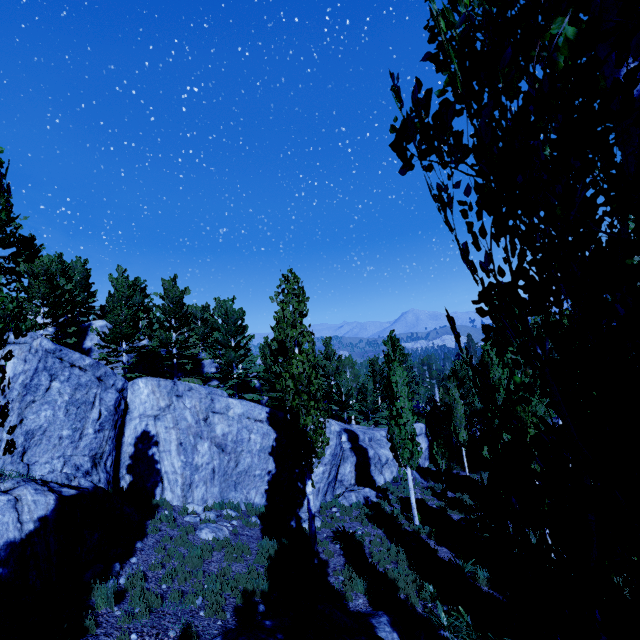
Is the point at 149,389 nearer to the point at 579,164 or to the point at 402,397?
the point at 402,397

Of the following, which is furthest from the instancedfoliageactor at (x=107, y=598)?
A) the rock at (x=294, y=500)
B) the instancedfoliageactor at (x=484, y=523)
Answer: the instancedfoliageactor at (x=484, y=523)

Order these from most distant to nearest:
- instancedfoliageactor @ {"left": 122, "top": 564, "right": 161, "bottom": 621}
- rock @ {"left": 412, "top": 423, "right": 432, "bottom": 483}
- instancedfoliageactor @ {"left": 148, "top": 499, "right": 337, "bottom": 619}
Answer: rock @ {"left": 412, "top": 423, "right": 432, "bottom": 483} → instancedfoliageactor @ {"left": 148, "top": 499, "right": 337, "bottom": 619} → instancedfoliageactor @ {"left": 122, "top": 564, "right": 161, "bottom": 621}

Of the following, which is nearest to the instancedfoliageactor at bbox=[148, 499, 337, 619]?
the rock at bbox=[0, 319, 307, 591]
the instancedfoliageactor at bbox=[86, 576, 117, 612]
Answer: the rock at bbox=[0, 319, 307, 591]

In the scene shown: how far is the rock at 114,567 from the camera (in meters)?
8.11

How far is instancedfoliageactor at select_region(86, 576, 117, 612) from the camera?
7.08m

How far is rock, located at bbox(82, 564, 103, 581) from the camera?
7.9 meters
